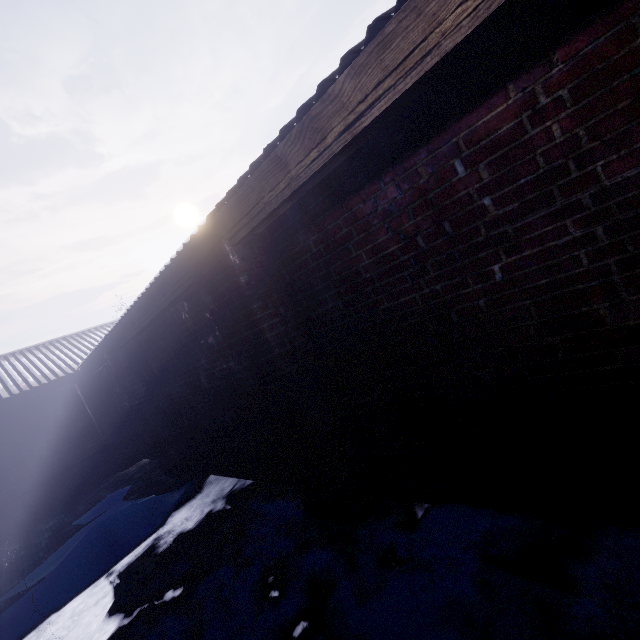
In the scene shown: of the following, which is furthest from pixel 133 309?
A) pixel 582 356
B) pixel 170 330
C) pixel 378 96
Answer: pixel 582 356
